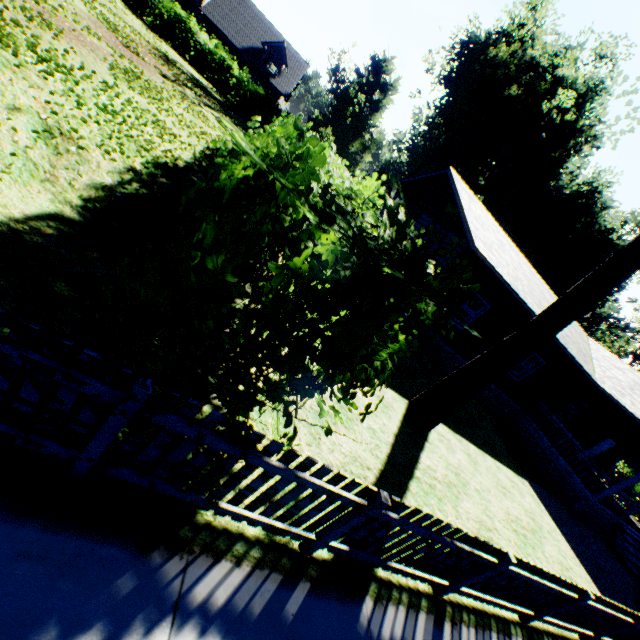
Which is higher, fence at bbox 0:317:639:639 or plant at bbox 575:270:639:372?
plant at bbox 575:270:639:372

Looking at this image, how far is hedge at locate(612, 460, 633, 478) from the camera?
28.6m

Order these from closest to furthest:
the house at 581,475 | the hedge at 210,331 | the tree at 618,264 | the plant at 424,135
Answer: the hedge at 210,331
the tree at 618,264
the house at 581,475
the plant at 424,135

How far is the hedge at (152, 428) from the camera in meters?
2.4 m

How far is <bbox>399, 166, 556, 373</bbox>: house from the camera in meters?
12.3 m

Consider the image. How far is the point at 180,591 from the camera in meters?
2.6 m

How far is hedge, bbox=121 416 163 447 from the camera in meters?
2.4

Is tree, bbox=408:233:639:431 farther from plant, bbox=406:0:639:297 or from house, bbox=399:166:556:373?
plant, bbox=406:0:639:297
